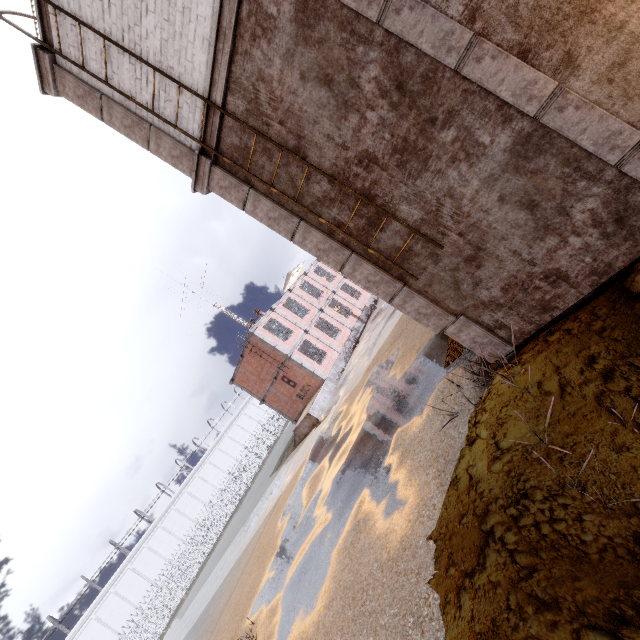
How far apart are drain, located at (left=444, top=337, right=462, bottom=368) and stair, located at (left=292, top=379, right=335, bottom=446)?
13.8m

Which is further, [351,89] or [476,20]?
[351,89]

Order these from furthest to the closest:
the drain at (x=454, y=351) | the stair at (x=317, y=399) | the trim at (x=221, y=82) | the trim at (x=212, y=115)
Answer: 1. the stair at (x=317, y=399)
2. the drain at (x=454, y=351)
3. the trim at (x=212, y=115)
4. the trim at (x=221, y=82)

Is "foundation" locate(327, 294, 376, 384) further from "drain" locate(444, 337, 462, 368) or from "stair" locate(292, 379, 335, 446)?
"drain" locate(444, 337, 462, 368)

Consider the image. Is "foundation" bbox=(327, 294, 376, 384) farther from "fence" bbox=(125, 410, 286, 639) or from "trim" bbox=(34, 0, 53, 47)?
"fence" bbox=(125, 410, 286, 639)

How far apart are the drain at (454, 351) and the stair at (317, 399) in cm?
1379

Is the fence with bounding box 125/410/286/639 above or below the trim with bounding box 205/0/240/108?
below

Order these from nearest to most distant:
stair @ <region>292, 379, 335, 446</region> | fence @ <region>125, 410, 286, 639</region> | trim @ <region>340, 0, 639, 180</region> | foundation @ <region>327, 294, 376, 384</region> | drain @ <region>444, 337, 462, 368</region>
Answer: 1. trim @ <region>340, 0, 639, 180</region>
2. drain @ <region>444, 337, 462, 368</region>
3. stair @ <region>292, 379, 335, 446</region>
4. foundation @ <region>327, 294, 376, 384</region>
5. fence @ <region>125, 410, 286, 639</region>
